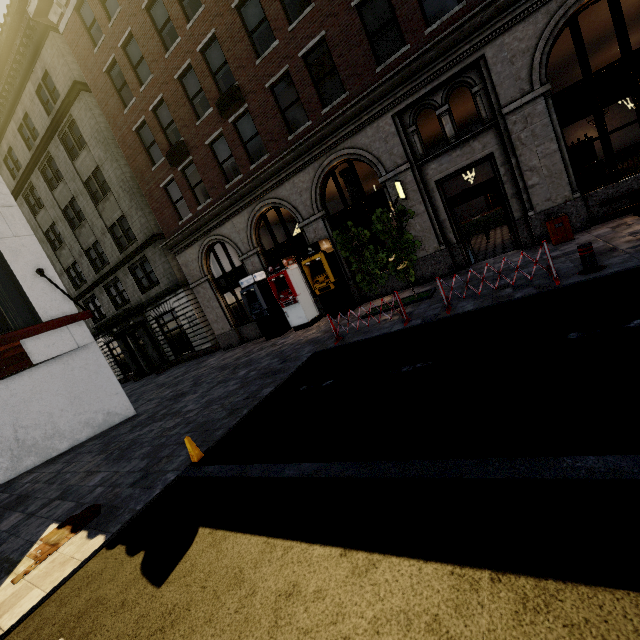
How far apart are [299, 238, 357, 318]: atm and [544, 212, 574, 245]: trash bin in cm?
709

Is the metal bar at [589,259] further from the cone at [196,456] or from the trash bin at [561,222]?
the cone at [196,456]

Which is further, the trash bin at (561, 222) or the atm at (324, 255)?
the atm at (324, 255)

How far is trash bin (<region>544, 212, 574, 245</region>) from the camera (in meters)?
9.27

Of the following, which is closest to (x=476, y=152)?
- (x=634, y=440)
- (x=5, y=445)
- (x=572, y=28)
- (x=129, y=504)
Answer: (x=572, y=28)

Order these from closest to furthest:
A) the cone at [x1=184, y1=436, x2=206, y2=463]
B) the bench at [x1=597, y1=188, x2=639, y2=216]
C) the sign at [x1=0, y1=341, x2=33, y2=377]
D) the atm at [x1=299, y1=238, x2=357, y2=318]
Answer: the cone at [x1=184, y1=436, x2=206, y2=463] → the bench at [x1=597, y1=188, x2=639, y2=216] → the sign at [x1=0, y1=341, x2=33, y2=377] → the atm at [x1=299, y1=238, x2=357, y2=318]

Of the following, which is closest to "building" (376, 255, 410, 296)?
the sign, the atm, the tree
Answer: the atm

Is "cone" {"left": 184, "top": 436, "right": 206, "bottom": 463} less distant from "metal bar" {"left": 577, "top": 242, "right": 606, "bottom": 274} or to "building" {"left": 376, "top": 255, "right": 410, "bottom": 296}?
"metal bar" {"left": 577, "top": 242, "right": 606, "bottom": 274}
